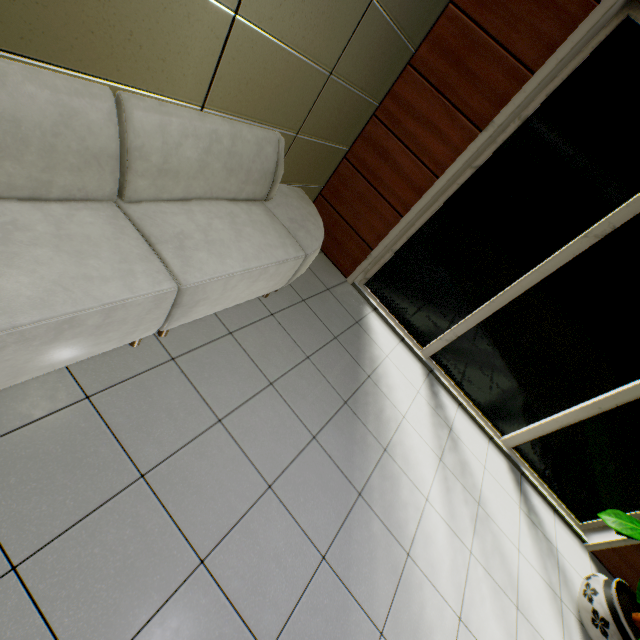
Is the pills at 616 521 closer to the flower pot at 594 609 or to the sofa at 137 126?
the flower pot at 594 609

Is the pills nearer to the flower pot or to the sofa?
the flower pot

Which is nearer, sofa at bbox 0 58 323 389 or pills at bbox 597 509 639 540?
sofa at bbox 0 58 323 389

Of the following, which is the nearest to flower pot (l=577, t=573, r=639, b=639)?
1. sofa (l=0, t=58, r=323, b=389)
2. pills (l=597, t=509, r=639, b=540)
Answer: pills (l=597, t=509, r=639, b=540)

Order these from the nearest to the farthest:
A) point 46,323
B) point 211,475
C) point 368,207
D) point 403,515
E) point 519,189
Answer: point 46,323 → point 211,475 → point 403,515 → point 519,189 → point 368,207

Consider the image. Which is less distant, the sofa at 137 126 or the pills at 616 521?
the sofa at 137 126
